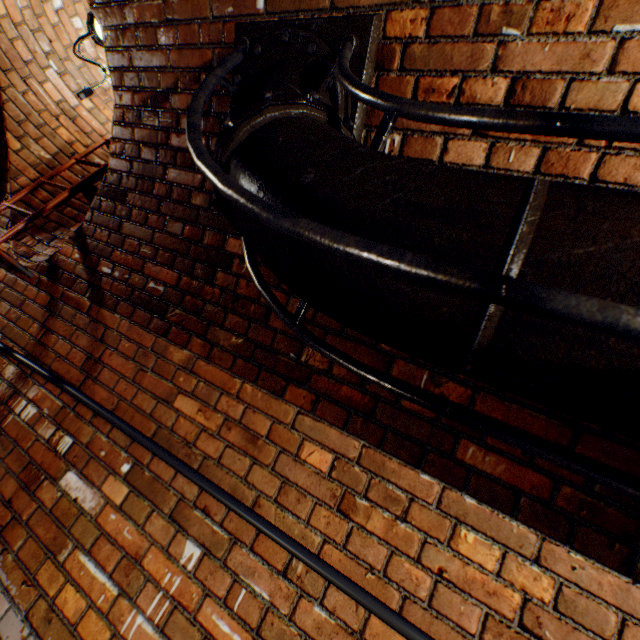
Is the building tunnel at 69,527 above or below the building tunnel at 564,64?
below

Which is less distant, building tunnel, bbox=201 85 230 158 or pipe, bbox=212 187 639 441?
pipe, bbox=212 187 639 441

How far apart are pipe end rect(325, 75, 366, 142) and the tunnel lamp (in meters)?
2.52

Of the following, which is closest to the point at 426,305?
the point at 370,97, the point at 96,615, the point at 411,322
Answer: the point at 411,322

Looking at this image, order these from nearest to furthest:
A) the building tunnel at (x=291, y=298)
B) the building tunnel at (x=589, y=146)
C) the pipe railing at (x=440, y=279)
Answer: the pipe railing at (x=440, y=279), the building tunnel at (x=589, y=146), the building tunnel at (x=291, y=298)

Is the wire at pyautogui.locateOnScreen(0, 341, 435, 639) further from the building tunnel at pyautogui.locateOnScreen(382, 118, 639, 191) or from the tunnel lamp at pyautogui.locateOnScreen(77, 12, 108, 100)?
the tunnel lamp at pyautogui.locateOnScreen(77, 12, 108, 100)

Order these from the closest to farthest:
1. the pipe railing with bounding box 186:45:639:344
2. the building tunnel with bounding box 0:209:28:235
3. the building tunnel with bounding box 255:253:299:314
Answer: the pipe railing with bounding box 186:45:639:344 < the building tunnel with bounding box 255:253:299:314 < the building tunnel with bounding box 0:209:28:235
